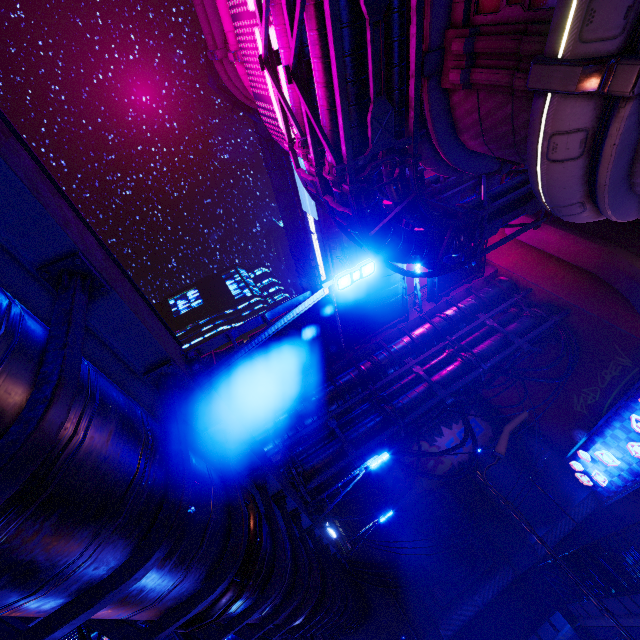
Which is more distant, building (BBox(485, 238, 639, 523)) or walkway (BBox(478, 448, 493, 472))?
walkway (BBox(478, 448, 493, 472))

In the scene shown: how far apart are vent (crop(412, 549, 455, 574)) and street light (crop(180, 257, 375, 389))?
22.25m

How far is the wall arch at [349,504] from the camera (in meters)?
24.12

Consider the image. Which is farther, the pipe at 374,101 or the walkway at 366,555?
the walkway at 366,555

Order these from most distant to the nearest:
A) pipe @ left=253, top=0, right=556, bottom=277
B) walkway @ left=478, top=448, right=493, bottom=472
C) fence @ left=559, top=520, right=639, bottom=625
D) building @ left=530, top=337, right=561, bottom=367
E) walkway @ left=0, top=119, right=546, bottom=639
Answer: walkway @ left=478, top=448, right=493, bottom=472 → building @ left=530, top=337, right=561, bottom=367 → fence @ left=559, top=520, right=639, bottom=625 → pipe @ left=253, top=0, right=556, bottom=277 → walkway @ left=0, top=119, right=546, bottom=639

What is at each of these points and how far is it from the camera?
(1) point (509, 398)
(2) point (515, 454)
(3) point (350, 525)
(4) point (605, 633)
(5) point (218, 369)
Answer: (1) building, 24.62m
(2) walkway, 22.86m
(3) wall arch, 23.66m
(4) beam, 15.15m
(5) street light, 4.39m
